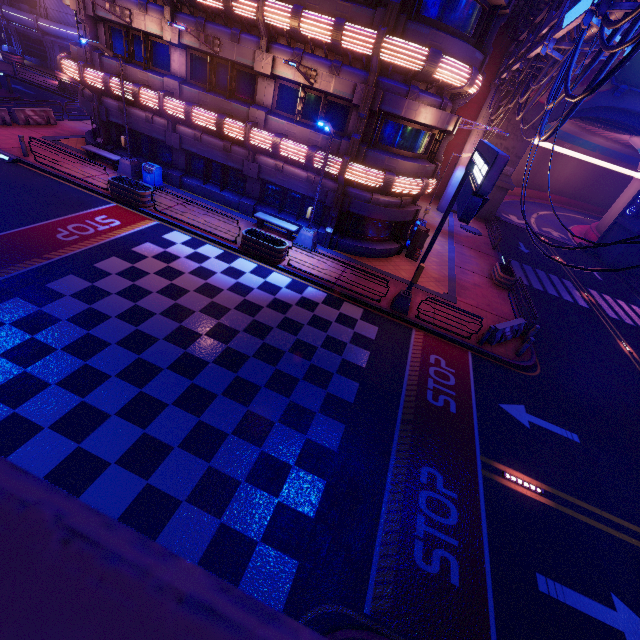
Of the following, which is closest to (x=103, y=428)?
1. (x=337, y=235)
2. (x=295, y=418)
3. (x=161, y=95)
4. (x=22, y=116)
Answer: (x=295, y=418)

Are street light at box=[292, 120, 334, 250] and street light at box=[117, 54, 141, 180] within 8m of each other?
no

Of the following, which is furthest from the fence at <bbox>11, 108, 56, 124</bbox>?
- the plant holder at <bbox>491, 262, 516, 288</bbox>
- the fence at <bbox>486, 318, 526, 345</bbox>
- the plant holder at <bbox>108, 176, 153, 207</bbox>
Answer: the plant holder at <bbox>491, 262, 516, 288</bbox>

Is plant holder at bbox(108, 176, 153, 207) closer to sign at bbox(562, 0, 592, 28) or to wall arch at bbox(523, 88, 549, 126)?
sign at bbox(562, 0, 592, 28)

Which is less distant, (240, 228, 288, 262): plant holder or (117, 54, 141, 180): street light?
(240, 228, 288, 262): plant holder

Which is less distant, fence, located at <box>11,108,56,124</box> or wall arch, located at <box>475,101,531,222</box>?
fence, located at <box>11,108,56,124</box>

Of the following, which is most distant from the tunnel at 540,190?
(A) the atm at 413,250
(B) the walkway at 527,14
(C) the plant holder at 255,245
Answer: (C) the plant holder at 255,245

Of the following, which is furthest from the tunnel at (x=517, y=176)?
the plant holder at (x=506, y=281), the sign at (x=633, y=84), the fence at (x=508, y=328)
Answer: the fence at (x=508, y=328)
